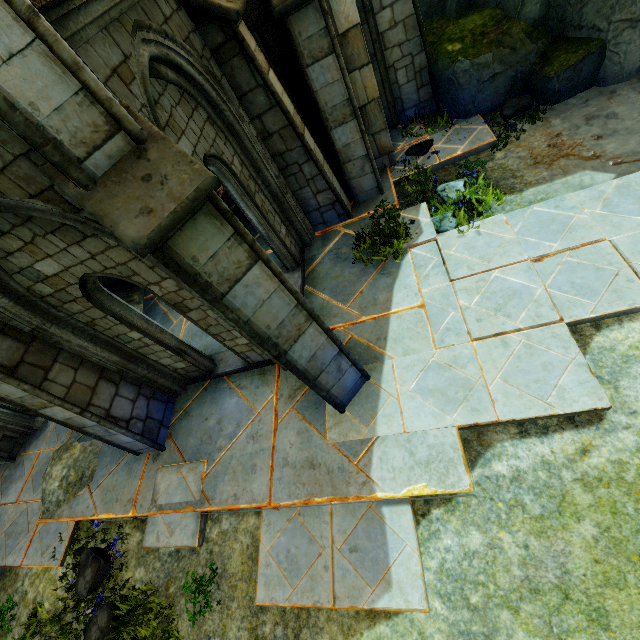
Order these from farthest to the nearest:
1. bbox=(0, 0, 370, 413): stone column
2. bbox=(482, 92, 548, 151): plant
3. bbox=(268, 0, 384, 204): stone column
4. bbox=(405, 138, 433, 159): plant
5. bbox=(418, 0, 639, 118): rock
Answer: bbox=(405, 138, 433, 159): plant < bbox=(482, 92, 548, 151): plant < bbox=(418, 0, 639, 118): rock < bbox=(268, 0, 384, 204): stone column < bbox=(0, 0, 370, 413): stone column

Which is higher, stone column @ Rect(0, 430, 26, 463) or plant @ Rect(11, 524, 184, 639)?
stone column @ Rect(0, 430, 26, 463)

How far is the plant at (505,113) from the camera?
6.71m

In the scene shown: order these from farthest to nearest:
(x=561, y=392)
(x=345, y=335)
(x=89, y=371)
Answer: (x=345, y=335) < (x=89, y=371) < (x=561, y=392)

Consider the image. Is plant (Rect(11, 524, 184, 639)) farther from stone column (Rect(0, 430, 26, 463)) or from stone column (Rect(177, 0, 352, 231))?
stone column (Rect(177, 0, 352, 231))

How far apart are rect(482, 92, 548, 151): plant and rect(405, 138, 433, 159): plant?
1.38m

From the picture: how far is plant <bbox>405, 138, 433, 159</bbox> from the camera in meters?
7.5

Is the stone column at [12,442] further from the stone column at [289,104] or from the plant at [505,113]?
the plant at [505,113]
